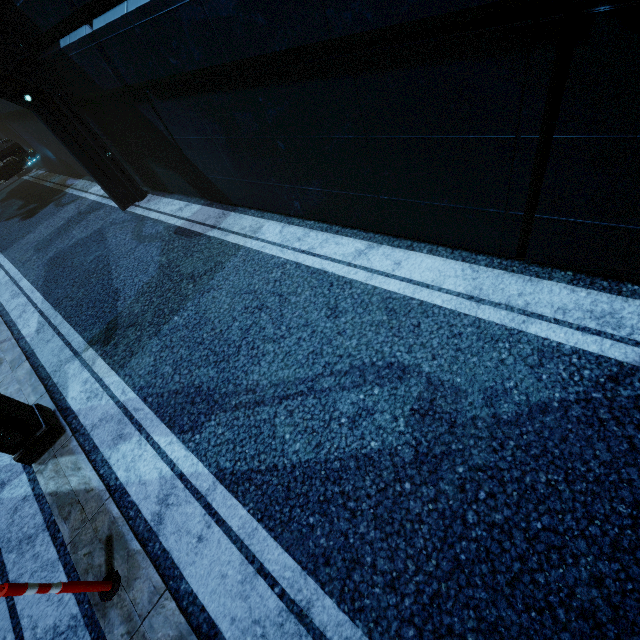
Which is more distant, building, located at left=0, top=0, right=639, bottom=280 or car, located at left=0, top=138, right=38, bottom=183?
car, located at left=0, top=138, right=38, bottom=183

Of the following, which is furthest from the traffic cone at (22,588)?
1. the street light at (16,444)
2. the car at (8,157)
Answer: the car at (8,157)

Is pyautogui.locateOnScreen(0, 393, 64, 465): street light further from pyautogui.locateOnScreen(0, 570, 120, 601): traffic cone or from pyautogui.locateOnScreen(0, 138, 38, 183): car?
pyautogui.locateOnScreen(0, 138, 38, 183): car

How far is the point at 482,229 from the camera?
3.6 meters

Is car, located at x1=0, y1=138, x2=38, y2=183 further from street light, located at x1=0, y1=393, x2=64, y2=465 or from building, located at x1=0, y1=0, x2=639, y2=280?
street light, located at x1=0, y1=393, x2=64, y2=465

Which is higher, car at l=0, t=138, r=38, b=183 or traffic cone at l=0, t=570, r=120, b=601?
car at l=0, t=138, r=38, b=183

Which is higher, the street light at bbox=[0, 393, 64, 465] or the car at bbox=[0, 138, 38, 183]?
the car at bbox=[0, 138, 38, 183]

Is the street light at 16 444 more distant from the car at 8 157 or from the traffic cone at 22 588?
the car at 8 157
